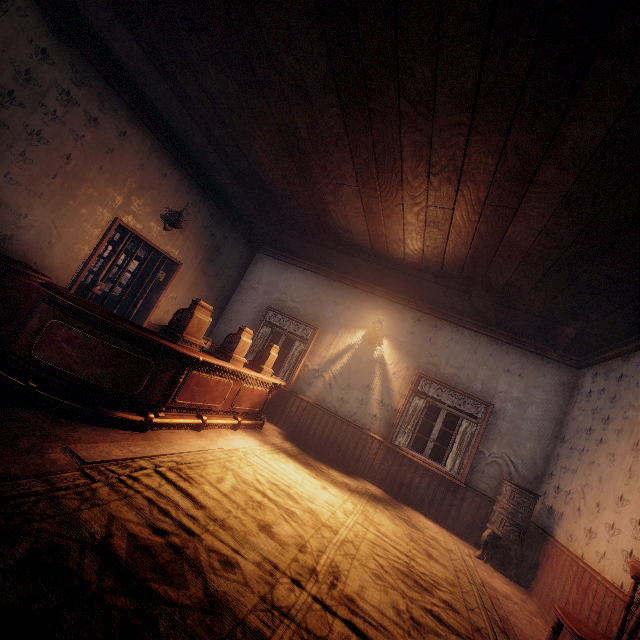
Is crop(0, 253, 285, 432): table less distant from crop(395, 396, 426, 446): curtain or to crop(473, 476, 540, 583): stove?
crop(395, 396, 426, 446): curtain

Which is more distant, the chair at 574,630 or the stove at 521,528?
the stove at 521,528

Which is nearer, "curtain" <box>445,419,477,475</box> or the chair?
the chair

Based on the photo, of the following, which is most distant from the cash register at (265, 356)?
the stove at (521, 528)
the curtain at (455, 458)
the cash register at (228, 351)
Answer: the stove at (521, 528)

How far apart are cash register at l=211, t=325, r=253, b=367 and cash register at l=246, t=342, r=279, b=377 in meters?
0.6 m

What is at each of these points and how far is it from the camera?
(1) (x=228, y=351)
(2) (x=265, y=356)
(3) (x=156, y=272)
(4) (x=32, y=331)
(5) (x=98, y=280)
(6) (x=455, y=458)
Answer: (1) cash register, 4.98m
(2) cash register, 6.06m
(3) bp, 6.44m
(4) table, 3.16m
(5) bp, 5.42m
(6) curtain, 6.18m

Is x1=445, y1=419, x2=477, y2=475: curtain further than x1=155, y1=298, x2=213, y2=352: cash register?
Yes

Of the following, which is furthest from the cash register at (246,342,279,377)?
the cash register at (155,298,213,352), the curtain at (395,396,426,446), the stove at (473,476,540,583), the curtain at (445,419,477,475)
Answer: the stove at (473,476,540,583)
